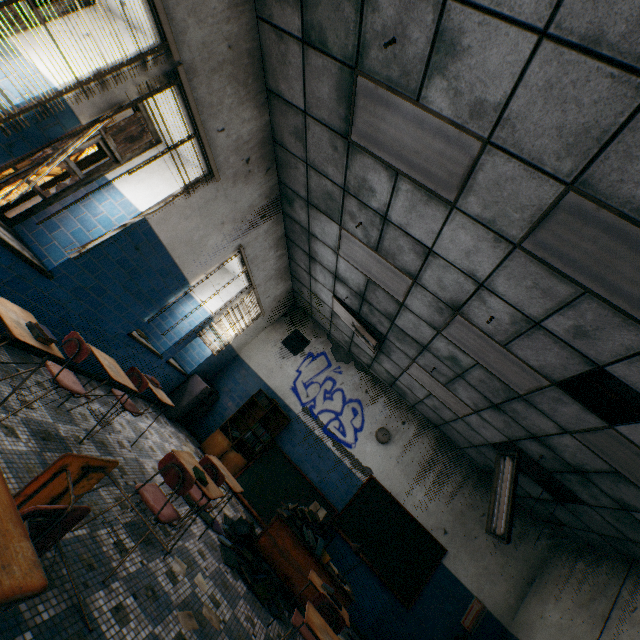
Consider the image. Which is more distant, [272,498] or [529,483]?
[272,498]

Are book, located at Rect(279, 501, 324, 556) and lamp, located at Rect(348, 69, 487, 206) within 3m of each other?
no

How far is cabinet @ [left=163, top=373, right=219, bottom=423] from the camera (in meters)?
6.76

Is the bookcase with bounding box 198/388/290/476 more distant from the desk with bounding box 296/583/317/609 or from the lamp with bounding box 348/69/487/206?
the lamp with bounding box 348/69/487/206

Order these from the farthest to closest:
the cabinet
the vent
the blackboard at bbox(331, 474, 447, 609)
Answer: the vent → the cabinet → the blackboard at bbox(331, 474, 447, 609)

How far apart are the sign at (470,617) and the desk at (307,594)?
3.07m

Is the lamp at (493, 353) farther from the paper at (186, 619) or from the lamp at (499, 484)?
the paper at (186, 619)

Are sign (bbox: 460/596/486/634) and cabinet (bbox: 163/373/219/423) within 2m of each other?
no
